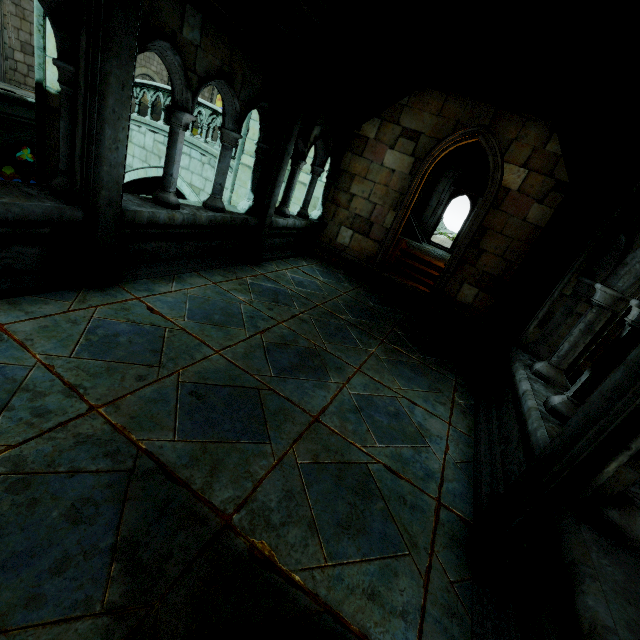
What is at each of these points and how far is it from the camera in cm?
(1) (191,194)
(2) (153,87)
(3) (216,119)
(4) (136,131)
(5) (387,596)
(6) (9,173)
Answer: (1) bridge, 1147
(2) bridge railing, 1129
(3) bridge railing, 1405
(4) bridge, 1188
(5) building, 210
(6) rock, 1667

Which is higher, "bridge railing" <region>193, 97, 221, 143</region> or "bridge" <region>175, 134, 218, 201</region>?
"bridge railing" <region>193, 97, 221, 143</region>

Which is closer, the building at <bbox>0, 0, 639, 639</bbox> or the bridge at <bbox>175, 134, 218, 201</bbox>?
the building at <bbox>0, 0, 639, 639</bbox>

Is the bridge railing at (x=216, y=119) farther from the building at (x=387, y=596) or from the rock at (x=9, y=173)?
the rock at (x=9, y=173)

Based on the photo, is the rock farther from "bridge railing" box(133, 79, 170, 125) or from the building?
"bridge railing" box(133, 79, 170, 125)

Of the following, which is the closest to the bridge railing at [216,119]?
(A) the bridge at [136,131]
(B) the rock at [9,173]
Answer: (A) the bridge at [136,131]

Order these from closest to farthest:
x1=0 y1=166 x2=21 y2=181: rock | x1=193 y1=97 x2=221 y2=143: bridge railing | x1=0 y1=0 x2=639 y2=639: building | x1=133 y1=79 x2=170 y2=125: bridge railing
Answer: x1=0 y1=0 x2=639 y2=639: building < x1=193 y1=97 x2=221 y2=143: bridge railing < x1=133 y1=79 x2=170 y2=125: bridge railing < x1=0 y1=166 x2=21 y2=181: rock
